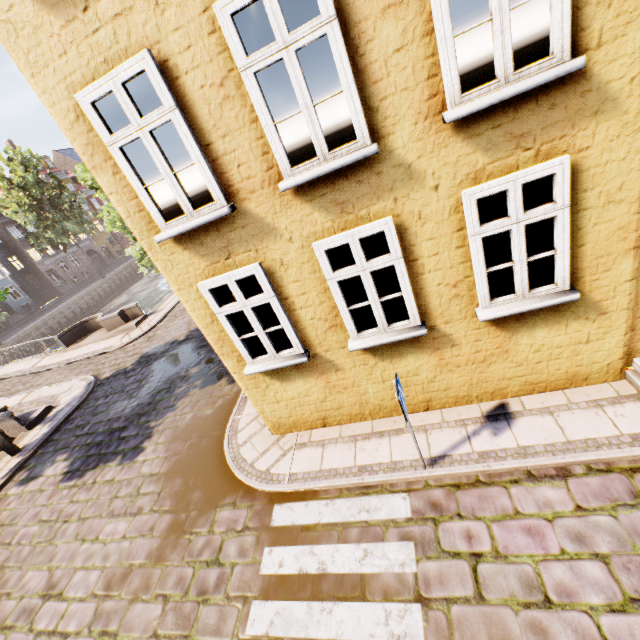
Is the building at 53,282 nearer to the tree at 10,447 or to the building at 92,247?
the building at 92,247

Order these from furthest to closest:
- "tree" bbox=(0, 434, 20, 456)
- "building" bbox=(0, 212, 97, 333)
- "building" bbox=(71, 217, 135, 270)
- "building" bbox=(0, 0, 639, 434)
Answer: "building" bbox=(71, 217, 135, 270) → "building" bbox=(0, 212, 97, 333) → "tree" bbox=(0, 434, 20, 456) → "building" bbox=(0, 0, 639, 434)

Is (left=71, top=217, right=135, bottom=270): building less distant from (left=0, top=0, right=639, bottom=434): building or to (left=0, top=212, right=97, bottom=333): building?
(left=0, top=212, right=97, bottom=333): building

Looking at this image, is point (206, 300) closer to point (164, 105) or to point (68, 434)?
point (164, 105)

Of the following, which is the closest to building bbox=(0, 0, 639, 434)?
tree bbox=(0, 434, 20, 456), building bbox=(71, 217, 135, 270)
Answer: tree bbox=(0, 434, 20, 456)

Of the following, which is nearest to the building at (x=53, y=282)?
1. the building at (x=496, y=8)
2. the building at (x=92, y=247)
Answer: the building at (x=92, y=247)

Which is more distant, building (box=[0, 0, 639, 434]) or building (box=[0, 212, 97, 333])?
building (box=[0, 212, 97, 333])

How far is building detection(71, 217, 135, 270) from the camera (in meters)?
47.75
